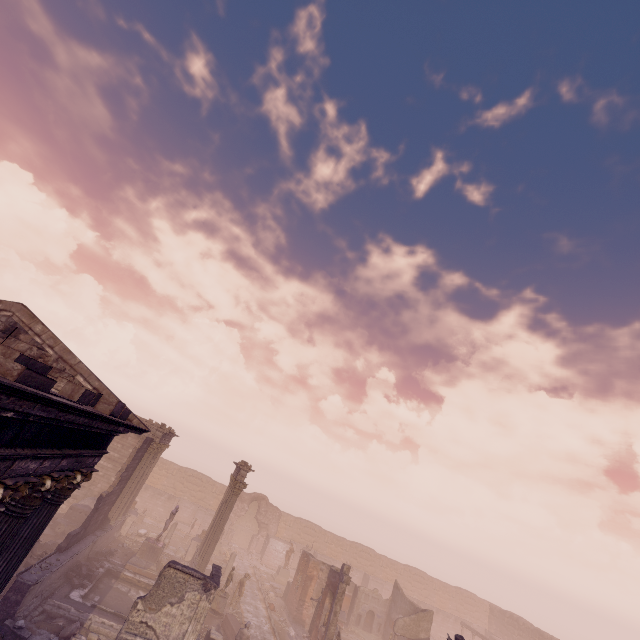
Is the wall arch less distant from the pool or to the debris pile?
the pool

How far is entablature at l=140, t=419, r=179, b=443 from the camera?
22.3 meters

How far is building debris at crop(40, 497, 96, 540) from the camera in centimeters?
1994cm

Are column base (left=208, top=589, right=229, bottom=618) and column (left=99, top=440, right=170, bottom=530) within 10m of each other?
yes

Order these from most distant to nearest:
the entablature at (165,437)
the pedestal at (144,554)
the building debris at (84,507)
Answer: the entablature at (165,437) < the building debris at (84,507) < the pedestal at (144,554)

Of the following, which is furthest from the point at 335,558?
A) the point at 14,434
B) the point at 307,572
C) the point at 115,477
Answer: the point at 14,434

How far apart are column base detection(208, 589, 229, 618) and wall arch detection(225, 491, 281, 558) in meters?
18.5

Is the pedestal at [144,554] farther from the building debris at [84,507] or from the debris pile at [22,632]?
the debris pile at [22,632]
